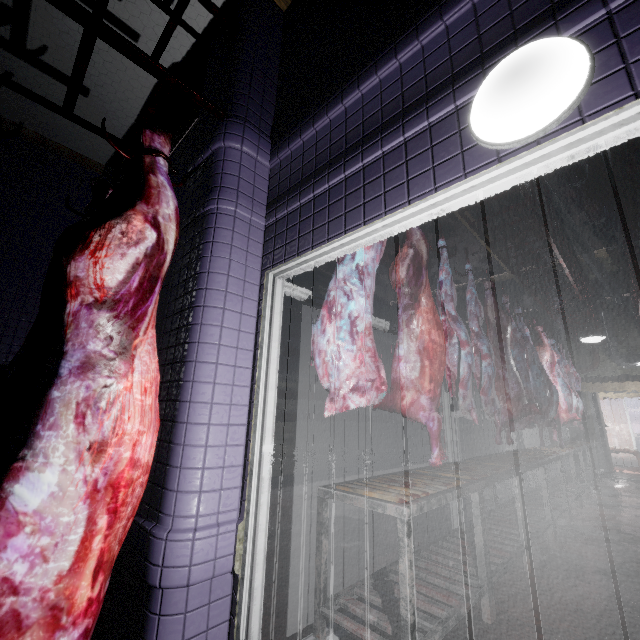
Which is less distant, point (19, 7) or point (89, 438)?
point (89, 438)

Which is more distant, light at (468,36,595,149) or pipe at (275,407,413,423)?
pipe at (275,407,413,423)

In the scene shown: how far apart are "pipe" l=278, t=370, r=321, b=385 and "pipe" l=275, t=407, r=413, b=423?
0.11m

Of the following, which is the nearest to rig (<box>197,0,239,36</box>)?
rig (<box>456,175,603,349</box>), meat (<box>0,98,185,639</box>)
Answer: meat (<box>0,98,185,639</box>)

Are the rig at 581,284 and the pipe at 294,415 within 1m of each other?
no

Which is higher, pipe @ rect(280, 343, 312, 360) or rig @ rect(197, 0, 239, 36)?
rig @ rect(197, 0, 239, 36)

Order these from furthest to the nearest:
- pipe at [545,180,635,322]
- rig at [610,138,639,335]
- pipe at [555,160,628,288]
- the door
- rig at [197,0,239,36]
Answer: the door < pipe at [545,180,635,322] < pipe at [555,160,628,288] < rig at [610,138,639,335] < rig at [197,0,239,36]

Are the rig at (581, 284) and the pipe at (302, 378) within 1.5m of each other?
no
